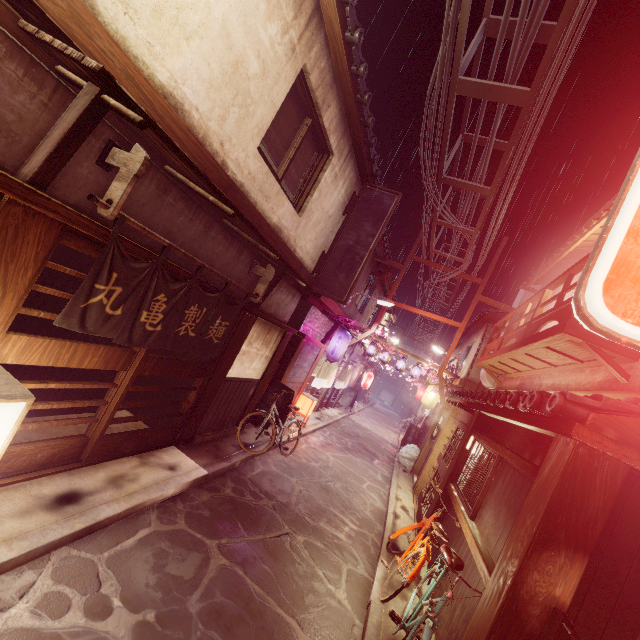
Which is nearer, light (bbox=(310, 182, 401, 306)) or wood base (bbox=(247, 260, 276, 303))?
wood base (bbox=(247, 260, 276, 303))

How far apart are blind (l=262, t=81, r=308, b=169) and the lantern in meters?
10.7

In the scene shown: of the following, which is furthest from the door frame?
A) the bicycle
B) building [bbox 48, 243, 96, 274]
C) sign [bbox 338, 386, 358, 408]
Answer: sign [bbox 338, 386, 358, 408]

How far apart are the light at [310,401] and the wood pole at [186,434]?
9.3 meters

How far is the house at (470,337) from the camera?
25.2m

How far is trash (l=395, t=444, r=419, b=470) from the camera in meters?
24.1 m

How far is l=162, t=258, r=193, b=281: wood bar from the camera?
7.2m

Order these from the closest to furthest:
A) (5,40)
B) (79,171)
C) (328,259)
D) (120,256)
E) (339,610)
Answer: (5,40) → (79,171) → (120,256) → (339,610) → (328,259)
